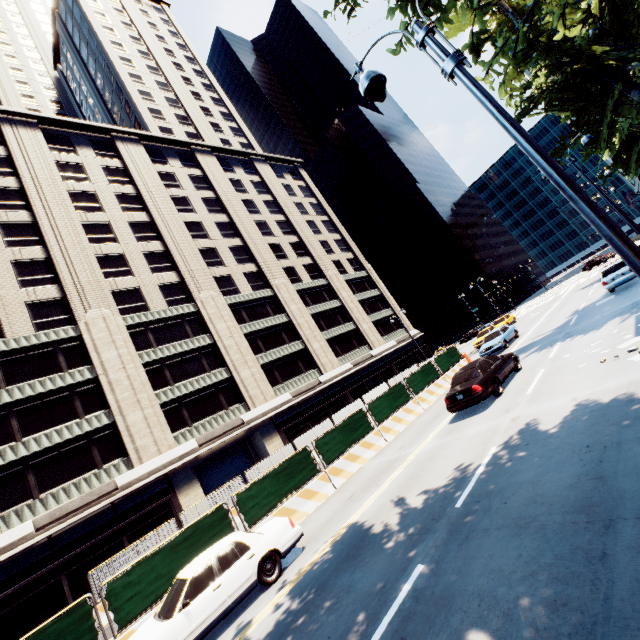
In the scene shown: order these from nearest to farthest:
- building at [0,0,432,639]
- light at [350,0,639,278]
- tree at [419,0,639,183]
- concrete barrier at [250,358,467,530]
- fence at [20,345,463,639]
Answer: light at [350,0,639,278] → tree at [419,0,639,183] → fence at [20,345,463,639] → concrete barrier at [250,358,467,530] → building at [0,0,432,639]

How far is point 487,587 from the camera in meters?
4.2 m

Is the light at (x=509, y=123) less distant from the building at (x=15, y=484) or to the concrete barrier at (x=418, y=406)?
the concrete barrier at (x=418, y=406)

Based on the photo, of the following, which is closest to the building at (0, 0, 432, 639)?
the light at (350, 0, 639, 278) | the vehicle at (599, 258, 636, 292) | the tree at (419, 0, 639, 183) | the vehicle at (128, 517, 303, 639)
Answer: the tree at (419, 0, 639, 183)

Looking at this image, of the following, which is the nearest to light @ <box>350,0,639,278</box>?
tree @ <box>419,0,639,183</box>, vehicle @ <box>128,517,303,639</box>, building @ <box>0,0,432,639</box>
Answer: tree @ <box>419,0,639,183</box>

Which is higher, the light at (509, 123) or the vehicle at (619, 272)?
the light at (509, 123)

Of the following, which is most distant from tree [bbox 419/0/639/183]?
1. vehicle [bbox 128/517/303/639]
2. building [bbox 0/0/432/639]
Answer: vehicle [bbox 128/517/303/639]

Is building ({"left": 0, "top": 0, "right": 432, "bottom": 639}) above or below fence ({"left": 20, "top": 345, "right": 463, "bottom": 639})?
above
